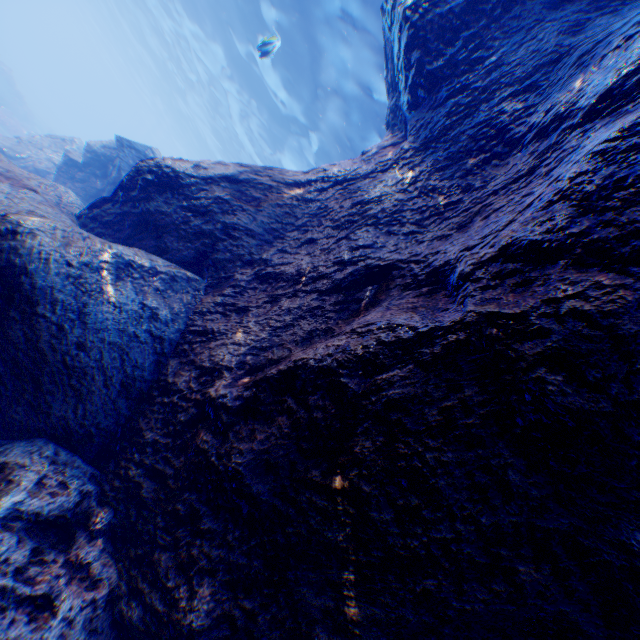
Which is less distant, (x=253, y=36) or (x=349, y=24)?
(x=349, y=24)

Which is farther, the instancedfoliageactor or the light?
the instancedfoliageactor

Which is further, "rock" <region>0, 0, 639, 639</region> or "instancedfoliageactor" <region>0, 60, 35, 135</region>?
"instancedfoliageactor" <region>0, 60, 35, 135</region>

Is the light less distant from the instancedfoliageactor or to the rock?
the rock

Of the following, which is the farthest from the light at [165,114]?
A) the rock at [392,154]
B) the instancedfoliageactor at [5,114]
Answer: the instancedfoliageactor at [5,114]

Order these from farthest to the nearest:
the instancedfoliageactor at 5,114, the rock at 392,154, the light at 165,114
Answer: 1. the instancedfoliageactor at 5,114
2. the light at 165,114
3. the rock at 392,154

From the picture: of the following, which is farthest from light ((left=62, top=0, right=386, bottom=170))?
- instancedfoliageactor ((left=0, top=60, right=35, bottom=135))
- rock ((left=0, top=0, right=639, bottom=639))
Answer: instancedfoliageactor ((left=0, top=60, right=35, bottom=135))

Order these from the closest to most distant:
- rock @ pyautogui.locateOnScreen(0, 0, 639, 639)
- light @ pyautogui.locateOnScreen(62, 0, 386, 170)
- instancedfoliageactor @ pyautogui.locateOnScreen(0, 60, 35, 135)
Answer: rock @ pyautogui.locateOnScreen(0, 0, 639, 639) < light @ pyautogui.locateOnScreen(62, 0, 386, 170) < instancedfoliageactor @ pyautogui.locateOnScreen(0, 60, 35, 135)
